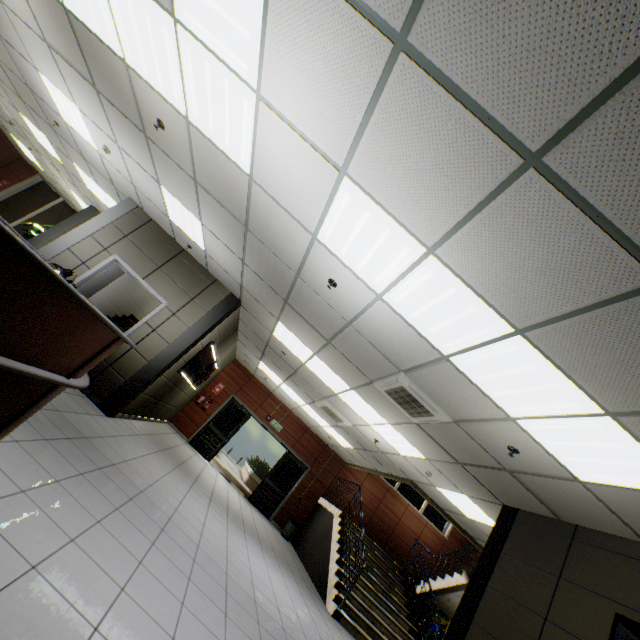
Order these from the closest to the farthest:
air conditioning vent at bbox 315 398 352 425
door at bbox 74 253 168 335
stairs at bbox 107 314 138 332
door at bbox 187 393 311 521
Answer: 1. door at bbox 74 253 168 335
2. air conditioning vent at bbox 315 398 352 425
3. stairs at bbox 107 314 138 332
4. door at bbox 187 393 311 521

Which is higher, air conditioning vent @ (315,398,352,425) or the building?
air conditioning vent @ (315,398,352,425)

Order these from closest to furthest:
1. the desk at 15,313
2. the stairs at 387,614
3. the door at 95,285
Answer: the desk at 15,313, the door at 95,285, the stairs at 387,614

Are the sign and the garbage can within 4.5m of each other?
no

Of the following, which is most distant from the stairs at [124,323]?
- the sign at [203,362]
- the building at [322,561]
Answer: the building at [322,561]

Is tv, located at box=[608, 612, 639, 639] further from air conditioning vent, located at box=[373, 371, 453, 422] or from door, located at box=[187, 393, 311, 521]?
door, located at box=[187, 393, 311, 521]

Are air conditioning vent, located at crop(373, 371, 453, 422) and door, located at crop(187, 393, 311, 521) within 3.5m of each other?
no

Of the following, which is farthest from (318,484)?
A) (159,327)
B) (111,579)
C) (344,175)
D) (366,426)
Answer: (344,175)
